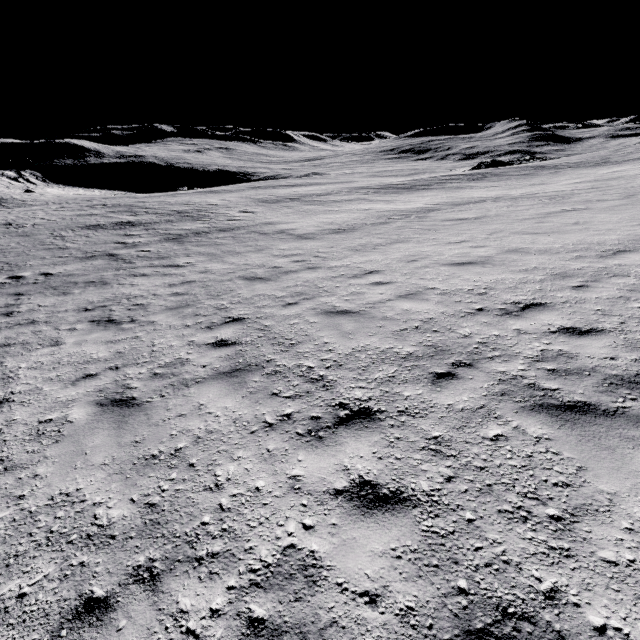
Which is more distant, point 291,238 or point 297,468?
point 291,238
